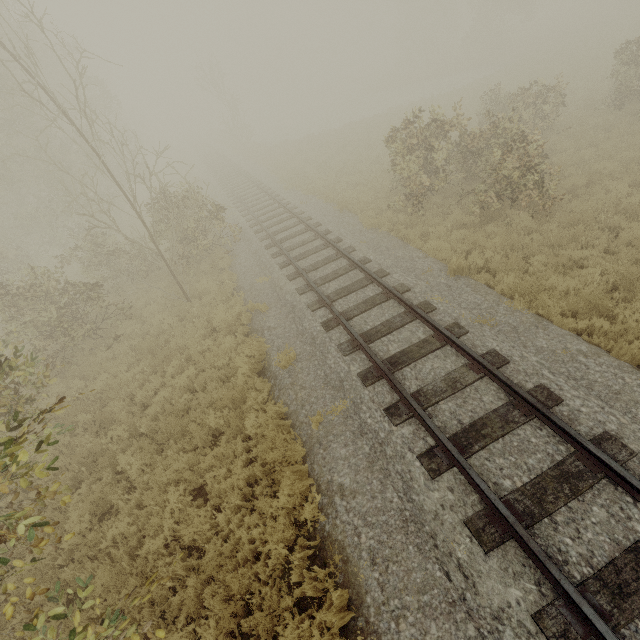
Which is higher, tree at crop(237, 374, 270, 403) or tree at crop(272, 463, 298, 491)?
tree at crop(272, 463, 298, 491)

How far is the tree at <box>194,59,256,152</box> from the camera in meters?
32.2

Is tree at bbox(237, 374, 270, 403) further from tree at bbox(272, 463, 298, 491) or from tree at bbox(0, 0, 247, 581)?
tree at bbox(0, 0, 247, 581)

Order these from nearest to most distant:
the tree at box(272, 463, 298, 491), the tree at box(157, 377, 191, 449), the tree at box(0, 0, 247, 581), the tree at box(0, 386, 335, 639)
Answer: the tree at box(0, 386, 335, 639) < the tree at box(272, 463, 298, 491) < the tree at box(0, 0, 247, 581) < the tree at box(157, 377, 191, 449)

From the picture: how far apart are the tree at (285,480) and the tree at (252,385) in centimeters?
228cm

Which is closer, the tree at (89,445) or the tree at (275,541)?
the tree at (275,541)

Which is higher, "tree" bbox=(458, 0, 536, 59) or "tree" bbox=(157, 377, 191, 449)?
"tree" bbox=(458, 0, 536, 59)

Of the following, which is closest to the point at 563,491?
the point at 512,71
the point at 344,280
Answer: the point at 344,280
